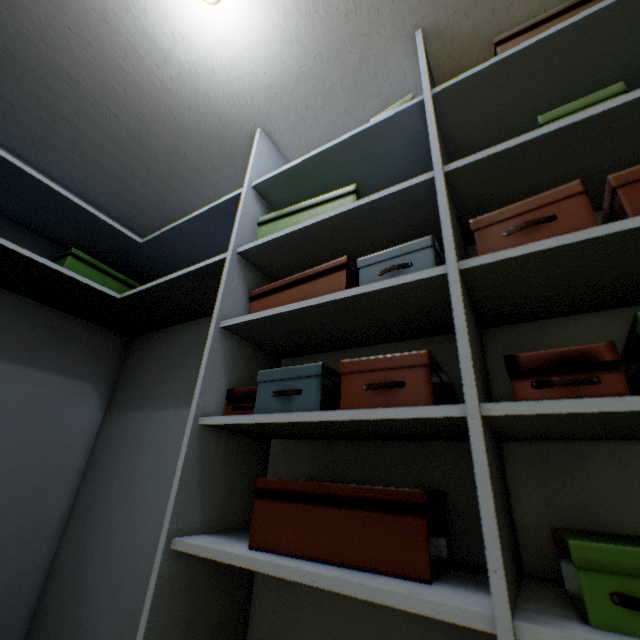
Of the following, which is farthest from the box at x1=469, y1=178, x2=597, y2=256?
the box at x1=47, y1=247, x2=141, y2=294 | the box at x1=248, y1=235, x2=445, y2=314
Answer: the box at x1=47, y1=247, x2=141, y2=294

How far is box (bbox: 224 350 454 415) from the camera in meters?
0.7 m

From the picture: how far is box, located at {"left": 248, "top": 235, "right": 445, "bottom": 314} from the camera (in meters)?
0.80

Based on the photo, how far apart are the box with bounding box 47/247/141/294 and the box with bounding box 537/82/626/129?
1.8 meters

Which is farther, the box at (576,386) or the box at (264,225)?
the box at (264,225)

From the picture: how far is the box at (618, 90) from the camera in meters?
0.7 m

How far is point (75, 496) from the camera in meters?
1.6 m

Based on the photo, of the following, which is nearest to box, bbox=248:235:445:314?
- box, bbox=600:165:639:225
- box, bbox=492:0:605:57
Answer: box, bbox=600:165:639:225
